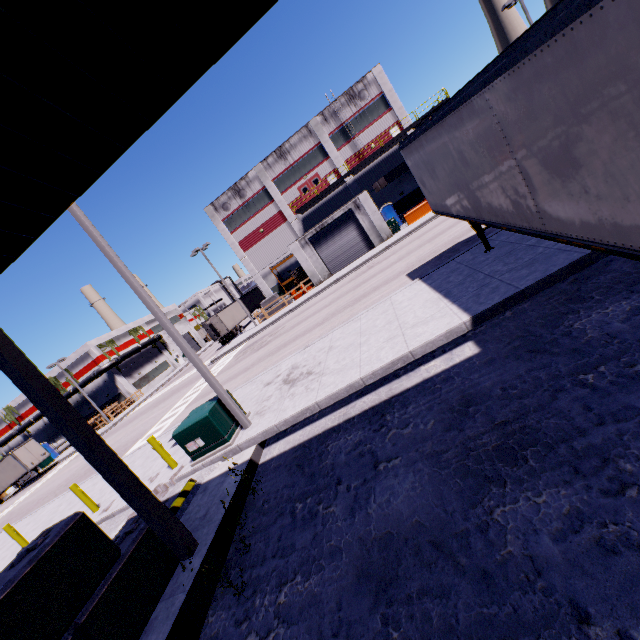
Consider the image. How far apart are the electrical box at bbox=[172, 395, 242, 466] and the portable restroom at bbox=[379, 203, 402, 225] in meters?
30.7 m

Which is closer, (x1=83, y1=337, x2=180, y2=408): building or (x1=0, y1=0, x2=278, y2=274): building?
(x1=0, y1=0, x2=278, y2=274): building

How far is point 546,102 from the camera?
3.71m

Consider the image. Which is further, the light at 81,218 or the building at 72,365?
the building at 72,365

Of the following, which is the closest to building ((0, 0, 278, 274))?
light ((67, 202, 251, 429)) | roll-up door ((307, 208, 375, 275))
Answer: roll-up door ((307, 208, 375, 275))

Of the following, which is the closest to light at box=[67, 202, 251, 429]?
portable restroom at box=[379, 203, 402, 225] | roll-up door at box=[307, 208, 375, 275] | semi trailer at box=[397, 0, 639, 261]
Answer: semi trailer at box=[397, 0, 639, 261]

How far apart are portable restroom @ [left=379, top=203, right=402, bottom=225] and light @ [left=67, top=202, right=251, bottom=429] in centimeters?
3109cm

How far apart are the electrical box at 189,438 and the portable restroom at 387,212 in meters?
30.7 m
